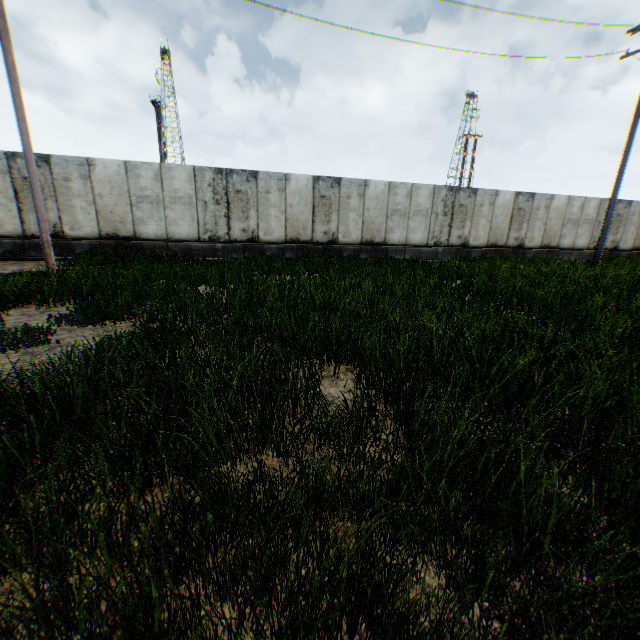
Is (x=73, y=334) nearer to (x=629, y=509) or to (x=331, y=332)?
(x=331, y=332)
